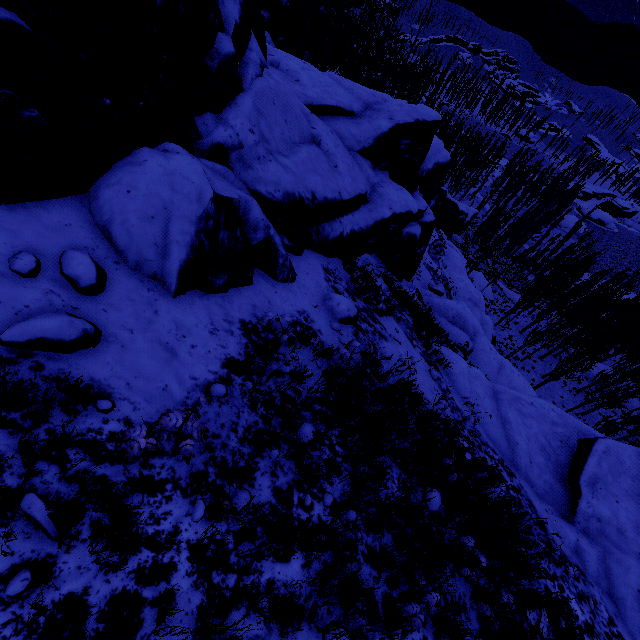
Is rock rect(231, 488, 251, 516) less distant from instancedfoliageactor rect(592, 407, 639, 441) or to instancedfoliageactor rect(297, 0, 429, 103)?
instancedfoliageactor rect(592, 407, 639, 441)

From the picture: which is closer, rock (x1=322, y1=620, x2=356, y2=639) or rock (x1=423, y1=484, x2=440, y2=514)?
rock (x1=322, y1=620, x2=356, y2=639)

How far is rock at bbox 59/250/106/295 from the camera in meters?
3.4

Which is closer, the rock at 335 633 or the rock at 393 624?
the rock at 335 633

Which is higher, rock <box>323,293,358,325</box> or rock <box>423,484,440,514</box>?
rock <box>323,293,358,325</box>

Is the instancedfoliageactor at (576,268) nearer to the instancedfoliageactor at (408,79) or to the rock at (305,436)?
the rock at (305,436)

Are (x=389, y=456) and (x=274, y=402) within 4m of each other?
yes
